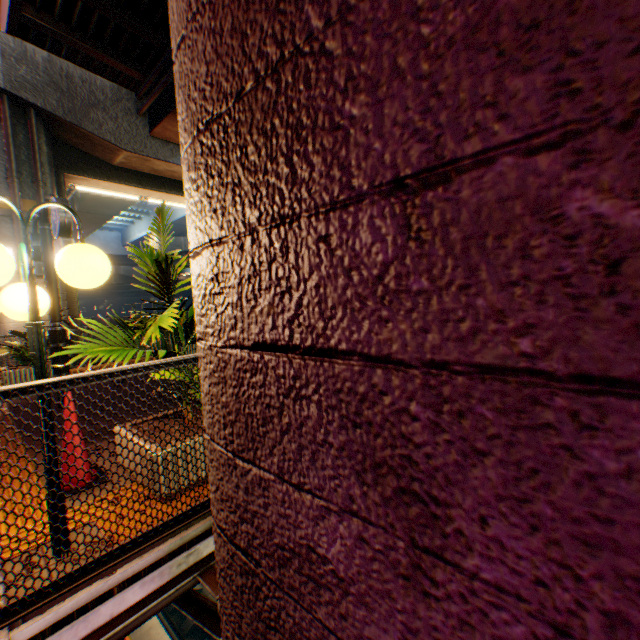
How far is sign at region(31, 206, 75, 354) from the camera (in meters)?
4.35

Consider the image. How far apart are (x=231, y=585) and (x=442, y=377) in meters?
1.4 m

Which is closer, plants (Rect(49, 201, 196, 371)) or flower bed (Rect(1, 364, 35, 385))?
plants (Rect(49, 201, 196, 371))

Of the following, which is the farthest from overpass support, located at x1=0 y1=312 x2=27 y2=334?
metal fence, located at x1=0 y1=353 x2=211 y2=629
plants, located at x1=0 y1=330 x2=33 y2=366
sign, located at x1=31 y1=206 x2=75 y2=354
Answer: sign, located at x1=31 y1=206 x2=75 y2=354

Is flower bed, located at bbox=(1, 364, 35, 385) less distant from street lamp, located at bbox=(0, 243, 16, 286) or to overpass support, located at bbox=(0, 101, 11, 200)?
overpass support, located at bbox=(0, 101, 11, 200)

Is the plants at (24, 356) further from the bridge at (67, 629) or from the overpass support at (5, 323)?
the bridge at (67, 629)

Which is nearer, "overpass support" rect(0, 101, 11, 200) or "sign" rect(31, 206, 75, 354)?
"sign" rect(31, 206, 75, 354)

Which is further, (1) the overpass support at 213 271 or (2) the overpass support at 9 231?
(2) the overpass support at 9 231
